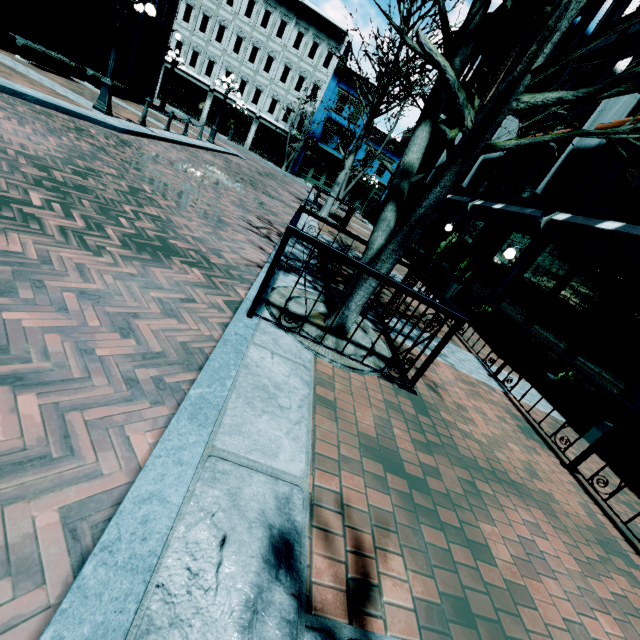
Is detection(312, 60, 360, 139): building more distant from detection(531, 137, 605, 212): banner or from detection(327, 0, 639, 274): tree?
detection(327, 0, 639, 274): tree

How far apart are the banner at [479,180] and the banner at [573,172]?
4.79m

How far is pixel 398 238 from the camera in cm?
340

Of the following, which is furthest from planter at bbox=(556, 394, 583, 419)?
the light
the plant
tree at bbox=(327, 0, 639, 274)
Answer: the light

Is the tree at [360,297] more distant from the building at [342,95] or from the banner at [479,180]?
the building at [342,95]

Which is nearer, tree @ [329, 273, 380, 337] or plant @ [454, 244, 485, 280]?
tree @ [329, 273, 380, 337]

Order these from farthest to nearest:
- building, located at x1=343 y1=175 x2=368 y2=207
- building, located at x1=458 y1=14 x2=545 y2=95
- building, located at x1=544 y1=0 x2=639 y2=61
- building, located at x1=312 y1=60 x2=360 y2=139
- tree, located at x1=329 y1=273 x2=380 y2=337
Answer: building, located at x1=343 y1=175 x2=368 y2=207 → building, located at x1=312 y1=60 x2=360 y2=139 → building, located at x1=458 y1=14 x2=545 y2=95 → building, located at x1=544 y1=0 x2=639 y2=61 → tree, located at x1=329 y1=273 x2=380 y2=337

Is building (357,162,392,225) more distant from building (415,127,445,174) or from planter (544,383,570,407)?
planter (544,383,570,407)
